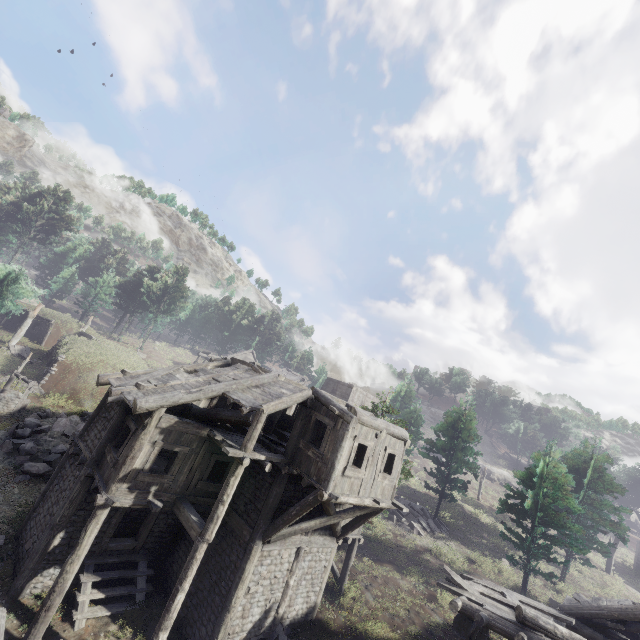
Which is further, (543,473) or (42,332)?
(42,332)

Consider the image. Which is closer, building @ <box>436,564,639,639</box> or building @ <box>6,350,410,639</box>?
building @ <box>436,564,639,639</box>

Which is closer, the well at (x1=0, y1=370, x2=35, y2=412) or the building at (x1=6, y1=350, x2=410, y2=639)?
the building at (x1=6, y1=350, x2=410, y2=639)

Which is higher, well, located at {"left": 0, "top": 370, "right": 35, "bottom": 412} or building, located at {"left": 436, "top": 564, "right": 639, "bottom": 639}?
building, located at {"left": 436, "top": 564, "right": 639, "bottom": 639}

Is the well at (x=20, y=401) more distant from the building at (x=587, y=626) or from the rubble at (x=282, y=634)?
the rubble at (x=282, y=634)

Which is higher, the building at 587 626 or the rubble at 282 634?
the building at 587 626

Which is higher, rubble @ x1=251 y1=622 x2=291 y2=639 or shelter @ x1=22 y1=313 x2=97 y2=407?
shelter @ x1=22 y1=313 x2=97 y2=407

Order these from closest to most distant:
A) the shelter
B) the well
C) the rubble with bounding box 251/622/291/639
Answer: the rubble with bounding box 251/622/291/639, the well, the shelter
